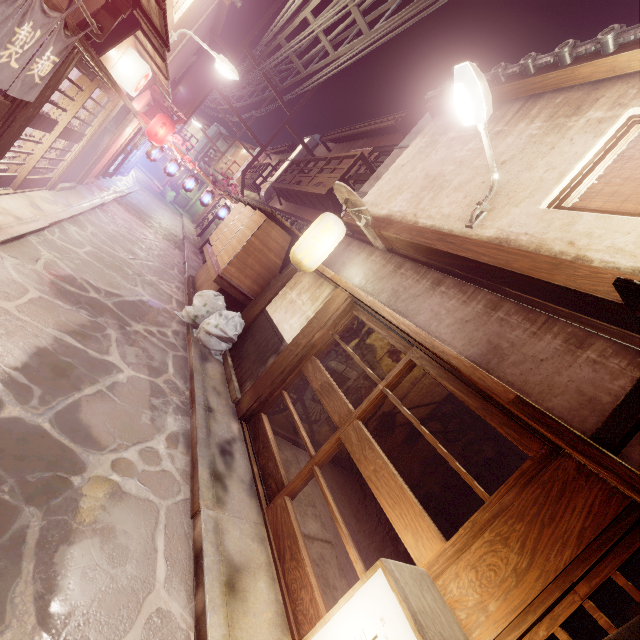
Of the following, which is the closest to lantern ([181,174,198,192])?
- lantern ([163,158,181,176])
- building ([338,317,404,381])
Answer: lantern ([163,158,181,176])

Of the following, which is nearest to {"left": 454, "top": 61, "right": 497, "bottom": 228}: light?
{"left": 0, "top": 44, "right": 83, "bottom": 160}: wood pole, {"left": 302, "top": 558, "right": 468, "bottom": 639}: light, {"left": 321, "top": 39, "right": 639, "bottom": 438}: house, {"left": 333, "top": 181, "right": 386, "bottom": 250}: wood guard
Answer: {"left": 321, "top": 39, "right": 639, "bottom": 438}: house

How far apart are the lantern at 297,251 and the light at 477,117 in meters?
4.0

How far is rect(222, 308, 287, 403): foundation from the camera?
10.8m

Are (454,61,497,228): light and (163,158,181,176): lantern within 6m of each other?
no

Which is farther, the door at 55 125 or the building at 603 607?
the door at 55 125

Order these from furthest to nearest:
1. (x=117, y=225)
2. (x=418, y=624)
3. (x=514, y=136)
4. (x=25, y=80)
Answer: (x=117, y=225)
(x=514, y=136)
(x=25, y=80)
(x=418, y=624)

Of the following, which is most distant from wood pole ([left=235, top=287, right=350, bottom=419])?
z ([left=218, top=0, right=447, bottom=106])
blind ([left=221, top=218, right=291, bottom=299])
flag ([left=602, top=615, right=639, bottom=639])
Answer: z ([left=218, top=0, right=447, bottom=106])
